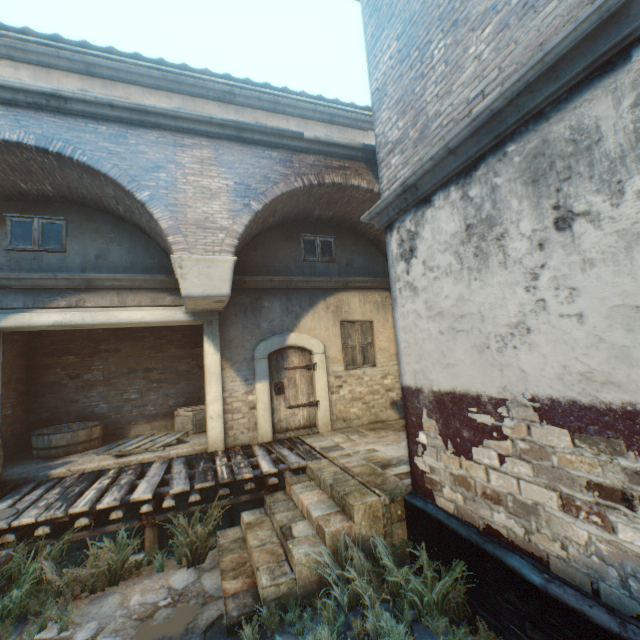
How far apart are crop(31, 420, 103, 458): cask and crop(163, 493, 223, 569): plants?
3.8m

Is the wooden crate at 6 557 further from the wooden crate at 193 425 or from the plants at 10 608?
the wooden crate at 193 425

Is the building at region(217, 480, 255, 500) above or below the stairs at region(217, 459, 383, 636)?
below

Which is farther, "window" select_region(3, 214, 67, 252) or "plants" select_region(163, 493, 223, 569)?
"window" select_region(3, 214, 67, 252)

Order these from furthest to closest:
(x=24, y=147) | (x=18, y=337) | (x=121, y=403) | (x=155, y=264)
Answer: (x=121, y=403) → (x=18, y=337) → (x=155, y=264) → (x=24, y=147)

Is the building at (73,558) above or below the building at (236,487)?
below

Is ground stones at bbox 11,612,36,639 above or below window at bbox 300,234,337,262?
below

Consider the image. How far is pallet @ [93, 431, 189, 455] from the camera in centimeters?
701cm
